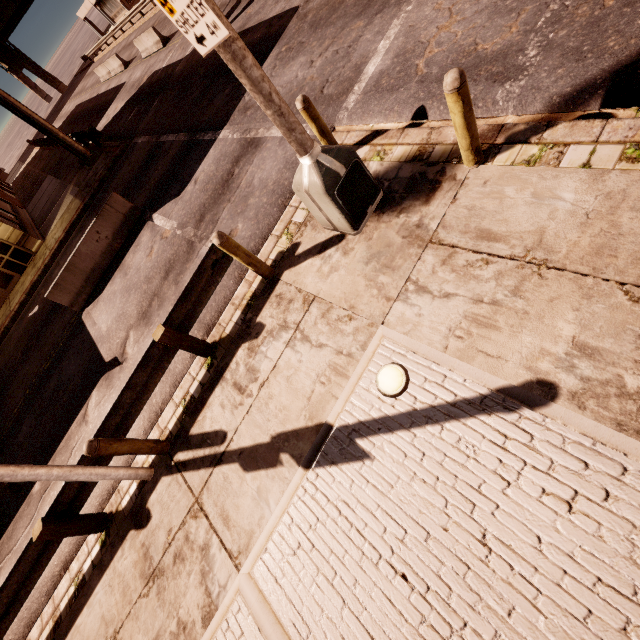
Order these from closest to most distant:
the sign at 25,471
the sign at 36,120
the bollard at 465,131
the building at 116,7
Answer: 1. the bollard at 465,131
2. the sign at 25,471
3. the sign at 36,120
4. the building at 116,7

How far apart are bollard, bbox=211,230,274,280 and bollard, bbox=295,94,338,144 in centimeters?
225cm

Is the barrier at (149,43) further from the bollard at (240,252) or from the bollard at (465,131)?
the bollard at (465,131)

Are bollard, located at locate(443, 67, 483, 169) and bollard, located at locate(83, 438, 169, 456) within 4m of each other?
no

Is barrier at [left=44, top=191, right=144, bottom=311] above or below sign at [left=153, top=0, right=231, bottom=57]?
below

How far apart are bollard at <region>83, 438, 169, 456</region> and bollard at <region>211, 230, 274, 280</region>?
3.3m

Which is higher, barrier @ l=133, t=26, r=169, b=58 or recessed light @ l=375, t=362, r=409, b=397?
barrier @ l=133, t=26, r=169, b=58

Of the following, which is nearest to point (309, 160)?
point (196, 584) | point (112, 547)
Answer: point (196, 584)
